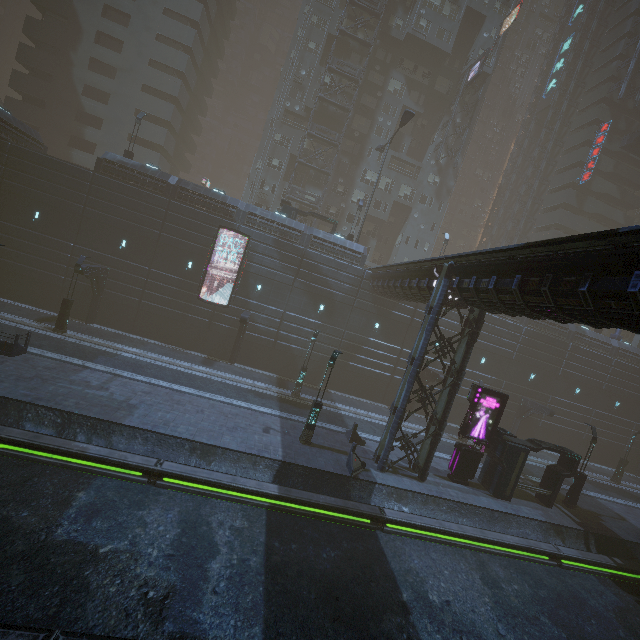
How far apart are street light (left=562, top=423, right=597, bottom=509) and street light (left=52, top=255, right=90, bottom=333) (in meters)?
36.17

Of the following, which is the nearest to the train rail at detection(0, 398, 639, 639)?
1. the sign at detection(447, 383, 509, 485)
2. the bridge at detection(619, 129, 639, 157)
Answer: the sign at detection(447, 383, 509, 485)

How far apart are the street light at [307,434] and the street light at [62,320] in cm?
1825

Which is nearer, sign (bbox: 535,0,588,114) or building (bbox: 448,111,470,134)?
building (bbox: 448,111,470,134)

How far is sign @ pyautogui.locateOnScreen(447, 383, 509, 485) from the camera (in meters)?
19.17

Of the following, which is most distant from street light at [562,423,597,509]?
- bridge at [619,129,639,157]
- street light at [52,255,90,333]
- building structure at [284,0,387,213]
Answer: bridge at [619,129,639,157]

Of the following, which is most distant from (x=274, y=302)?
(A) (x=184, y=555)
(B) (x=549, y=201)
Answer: (B) (x=549, y=201)

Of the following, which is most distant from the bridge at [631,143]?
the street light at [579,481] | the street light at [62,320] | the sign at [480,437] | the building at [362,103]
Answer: the street light at [62,320]
